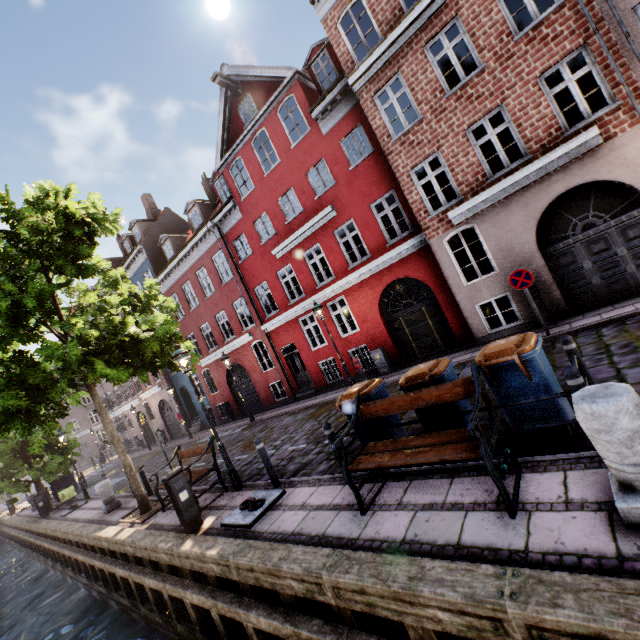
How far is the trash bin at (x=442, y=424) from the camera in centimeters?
508cm

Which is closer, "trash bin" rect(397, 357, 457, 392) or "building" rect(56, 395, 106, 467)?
"trash bin" rect(397, 357, 457, 392)

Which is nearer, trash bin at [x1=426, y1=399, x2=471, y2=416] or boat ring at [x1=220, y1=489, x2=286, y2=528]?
trash bin at [x1=426, y1=399, x2=471, y2=416]

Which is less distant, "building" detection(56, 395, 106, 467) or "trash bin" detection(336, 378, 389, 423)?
"trash bin" detection(336, 378, 389, 423)

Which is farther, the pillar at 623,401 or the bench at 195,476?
the bench at 195,476

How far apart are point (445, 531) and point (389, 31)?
13.8m

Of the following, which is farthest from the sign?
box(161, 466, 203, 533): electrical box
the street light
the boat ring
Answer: box(161, 466, 203, 533): electrical box

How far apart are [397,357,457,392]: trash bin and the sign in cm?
463
